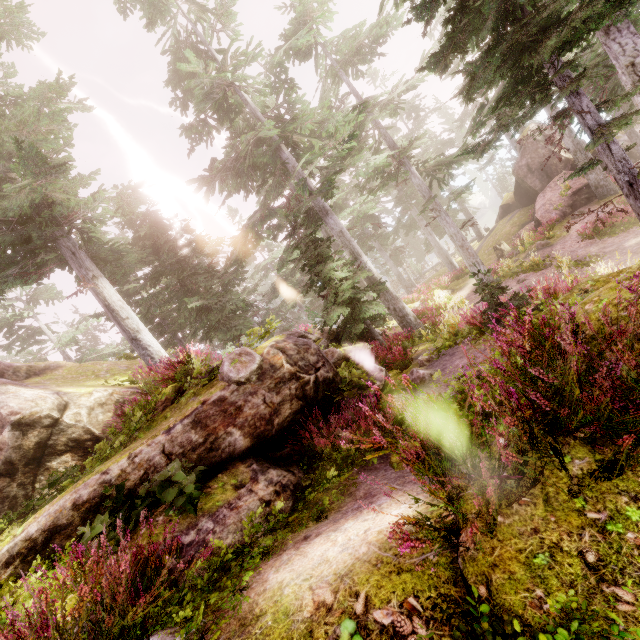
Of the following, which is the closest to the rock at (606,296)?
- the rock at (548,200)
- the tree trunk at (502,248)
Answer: the rock at (548,200)

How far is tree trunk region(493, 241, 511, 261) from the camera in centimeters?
2712cm

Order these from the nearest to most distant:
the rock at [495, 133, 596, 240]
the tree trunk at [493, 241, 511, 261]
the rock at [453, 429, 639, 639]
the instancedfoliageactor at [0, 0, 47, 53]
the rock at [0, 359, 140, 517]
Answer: the rock at [453, 429, 639, 639] < the rock at [0, 359, 140, 517] < the instancedfoliageactor at [0, 0, 47, 53] < the rock at [495, 133, 596, 240] < the tree trunk at [493, 241, 511, 261]

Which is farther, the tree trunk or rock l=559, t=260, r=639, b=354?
the tree trunk

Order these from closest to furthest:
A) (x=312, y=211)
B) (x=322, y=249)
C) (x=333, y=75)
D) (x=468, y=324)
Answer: (x=468, y=324)
(x=322, y=249)
(x=312, y=211)
(x=333, y=75)

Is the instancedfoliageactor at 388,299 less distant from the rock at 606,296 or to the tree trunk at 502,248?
the rock at 606,296

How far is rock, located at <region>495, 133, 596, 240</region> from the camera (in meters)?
23.55

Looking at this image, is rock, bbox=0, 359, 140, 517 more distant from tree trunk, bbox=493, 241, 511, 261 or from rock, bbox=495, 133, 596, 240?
tree trunk, bbox=493, 241, 511, 261
